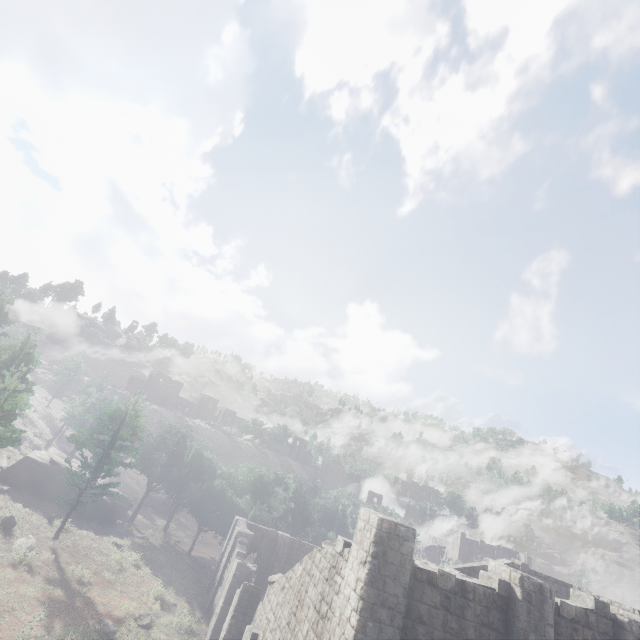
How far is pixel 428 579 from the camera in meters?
9.5 m
